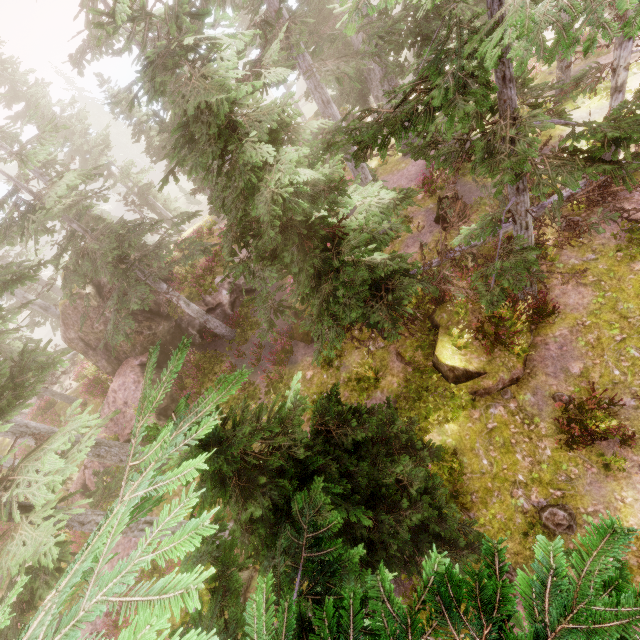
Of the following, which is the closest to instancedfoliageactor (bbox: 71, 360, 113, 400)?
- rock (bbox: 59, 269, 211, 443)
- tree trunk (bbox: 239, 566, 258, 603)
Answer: rock (bbox: 59, 269, 211, 443)

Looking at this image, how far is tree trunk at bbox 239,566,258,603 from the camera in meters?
11.6

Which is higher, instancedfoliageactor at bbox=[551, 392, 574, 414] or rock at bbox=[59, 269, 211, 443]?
rock at bbox=[59, 269, 211, 443]

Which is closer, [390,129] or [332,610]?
[332,610]

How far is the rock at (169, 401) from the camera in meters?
16.0

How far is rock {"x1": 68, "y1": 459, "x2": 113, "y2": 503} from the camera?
15.9 meters

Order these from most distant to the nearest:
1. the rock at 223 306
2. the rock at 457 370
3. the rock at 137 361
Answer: the rock at 223 306
the rock at 137 361
the rock at 457 370

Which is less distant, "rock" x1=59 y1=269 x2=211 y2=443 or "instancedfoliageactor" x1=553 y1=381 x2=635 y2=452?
"instancedfoliageactor" x1=553 y1=381 x2=635 y2=452
